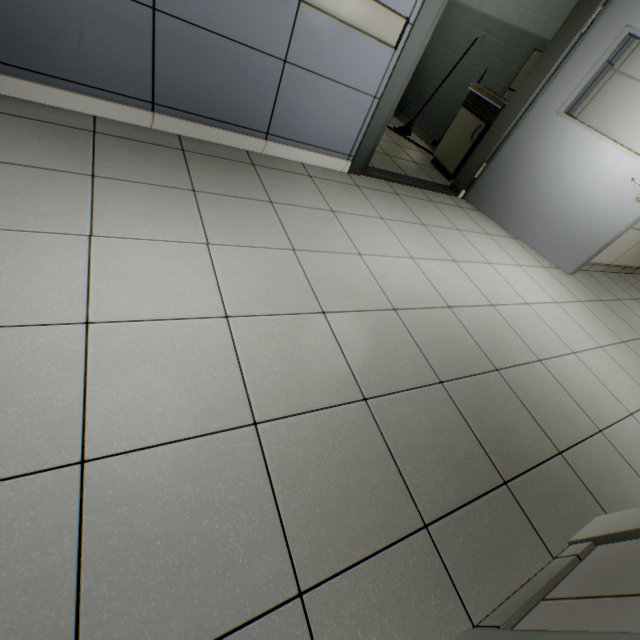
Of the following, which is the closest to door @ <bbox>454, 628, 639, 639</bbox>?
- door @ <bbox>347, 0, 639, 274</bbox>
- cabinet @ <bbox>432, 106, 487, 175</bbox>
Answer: door @ <bbox>347, 0, 639, 274</bbox>

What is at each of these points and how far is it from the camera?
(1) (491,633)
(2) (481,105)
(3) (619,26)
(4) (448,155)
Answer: (1) door, 0.9m
(2) sink, 3.8m
(3) door, 2.7m
(4) cabinet, 4.2m

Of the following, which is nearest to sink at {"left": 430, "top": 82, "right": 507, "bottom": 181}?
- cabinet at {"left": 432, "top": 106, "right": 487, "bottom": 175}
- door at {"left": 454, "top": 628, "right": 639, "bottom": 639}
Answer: cabinet at {"left": 432, "top": 106, "right": 487, "bottom": 175}

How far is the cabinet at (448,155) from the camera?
3.8 meters

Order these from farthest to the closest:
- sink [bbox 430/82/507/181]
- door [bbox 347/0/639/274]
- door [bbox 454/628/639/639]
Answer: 1. sink [bbox 430/82/507/181]
2. door [bbox 347/0/639/274]
3. door [bbox 454/628/639/639]

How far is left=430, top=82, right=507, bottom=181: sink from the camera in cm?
365

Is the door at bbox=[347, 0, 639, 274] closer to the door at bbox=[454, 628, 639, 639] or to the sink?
the sink

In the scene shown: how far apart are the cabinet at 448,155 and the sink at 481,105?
0.0 meters
